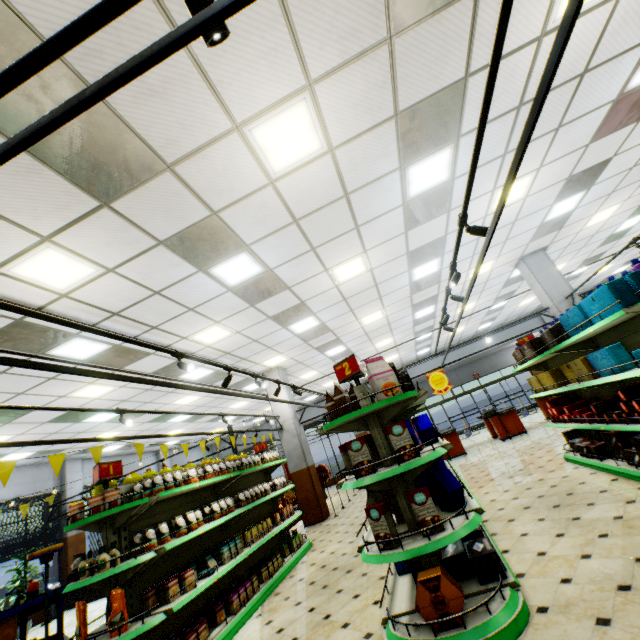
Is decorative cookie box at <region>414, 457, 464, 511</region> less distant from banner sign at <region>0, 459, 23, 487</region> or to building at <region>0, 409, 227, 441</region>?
building at <region>0, 409, 227, 441</region>

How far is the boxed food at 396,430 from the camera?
3.04m

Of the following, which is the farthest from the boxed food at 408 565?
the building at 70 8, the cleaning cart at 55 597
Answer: the cleaning cart at 55 597

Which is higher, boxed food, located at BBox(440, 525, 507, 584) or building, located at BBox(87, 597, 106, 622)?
boxed food, located at BBox(440, 525, 507, 584)

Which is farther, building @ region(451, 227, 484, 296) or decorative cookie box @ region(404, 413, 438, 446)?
building @ region(451, 227, 484, 296)

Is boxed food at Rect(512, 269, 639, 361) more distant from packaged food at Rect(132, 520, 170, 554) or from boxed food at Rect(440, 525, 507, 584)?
packaged food at Rect(132, 520, 170, 554)

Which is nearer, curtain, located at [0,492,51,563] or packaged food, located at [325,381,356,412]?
packaged food, located at [325,381,356,412]

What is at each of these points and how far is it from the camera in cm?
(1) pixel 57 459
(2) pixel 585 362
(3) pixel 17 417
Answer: (1) banner sign, 400
(2) boxed food, 436
(3) building, 796
